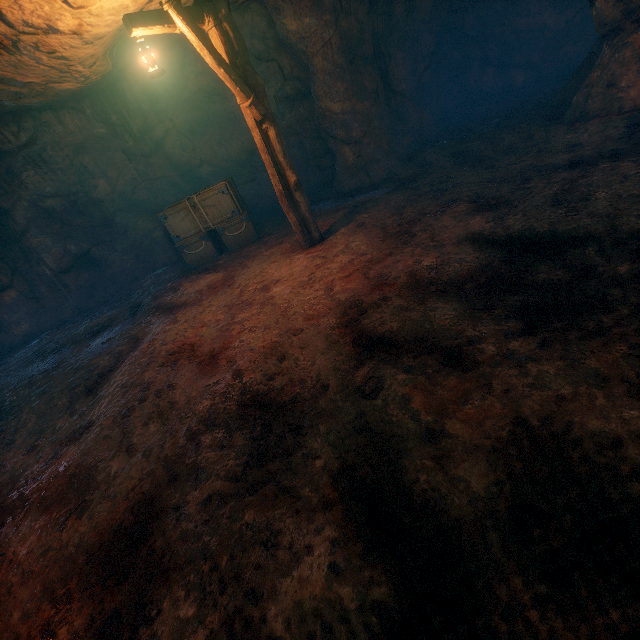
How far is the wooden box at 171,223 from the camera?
8.7m

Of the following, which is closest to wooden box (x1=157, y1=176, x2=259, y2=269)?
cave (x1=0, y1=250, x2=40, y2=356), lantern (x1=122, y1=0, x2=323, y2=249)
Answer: lantern (x1=122, y1=0, x2=323, y2=249)

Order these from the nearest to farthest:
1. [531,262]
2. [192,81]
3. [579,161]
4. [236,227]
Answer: [531,262], [579,161], [236,227], [192,81]

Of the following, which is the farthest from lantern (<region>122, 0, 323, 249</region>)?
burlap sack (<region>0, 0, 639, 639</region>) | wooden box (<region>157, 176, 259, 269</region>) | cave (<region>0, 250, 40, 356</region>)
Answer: cave (<region>0, 250, 40, 356</region>)

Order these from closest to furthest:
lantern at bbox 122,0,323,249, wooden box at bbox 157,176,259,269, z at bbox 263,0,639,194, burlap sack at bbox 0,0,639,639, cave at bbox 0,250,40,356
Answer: burlap sack at bbox 0,0,639,639 < lantern at bbox 122,0,323,249 < z at bbox 263,0,639,194 < wooden box at bbox 157,176,259,269 < cave at bbox 0,250,40,356

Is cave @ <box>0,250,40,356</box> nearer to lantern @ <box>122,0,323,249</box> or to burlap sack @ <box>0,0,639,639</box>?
burlap sack @ <box>0,0,639,639</box>

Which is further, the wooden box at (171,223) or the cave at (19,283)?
the cave at (19,283)

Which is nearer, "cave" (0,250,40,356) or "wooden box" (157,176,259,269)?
"wooden box" (157,176,259,269)
